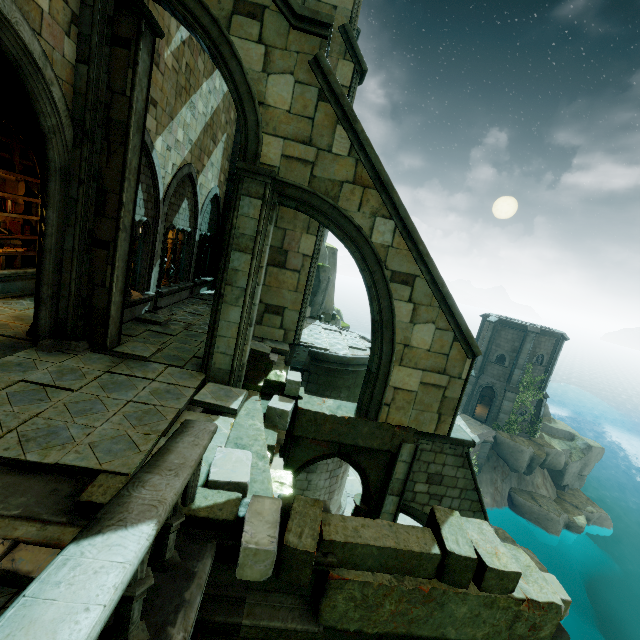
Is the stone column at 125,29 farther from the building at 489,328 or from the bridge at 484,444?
the building at 489,328

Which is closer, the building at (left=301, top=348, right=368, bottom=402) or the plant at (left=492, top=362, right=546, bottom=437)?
the building at (left=301, top=348, right=368, bottom=402)

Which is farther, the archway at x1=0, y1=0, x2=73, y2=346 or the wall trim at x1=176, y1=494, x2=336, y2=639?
the archway at x1=0, y1=0, x2=73, y2=346

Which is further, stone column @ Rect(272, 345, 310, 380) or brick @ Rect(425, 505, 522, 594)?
stone column @ Rect(272, 345, 310, 380)

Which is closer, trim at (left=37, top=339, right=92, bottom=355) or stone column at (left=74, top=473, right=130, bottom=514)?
stone column at (left=74, top=473, right=130, bottom=514)

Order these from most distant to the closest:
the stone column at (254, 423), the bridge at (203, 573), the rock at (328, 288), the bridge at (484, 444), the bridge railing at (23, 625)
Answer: the bridge at (484, 444), the rock at (328, 288), the stone column at (254, 423), the bridge at (203, 573), the bridge railing at (23, 625)

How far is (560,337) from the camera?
28.2 meters

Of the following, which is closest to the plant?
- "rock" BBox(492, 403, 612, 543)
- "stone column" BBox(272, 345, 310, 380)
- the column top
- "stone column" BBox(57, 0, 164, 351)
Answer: "rock" BBox(492, 403, 612, 543)
